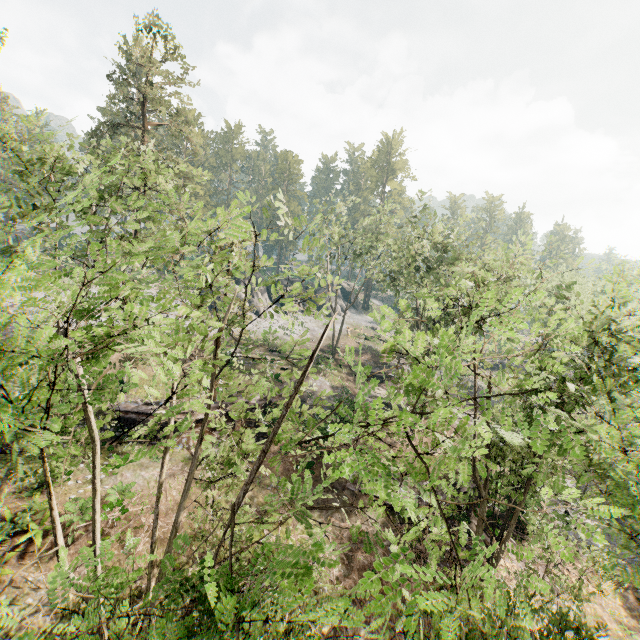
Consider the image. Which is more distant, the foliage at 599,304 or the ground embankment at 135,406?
the ground embankment at 135,406

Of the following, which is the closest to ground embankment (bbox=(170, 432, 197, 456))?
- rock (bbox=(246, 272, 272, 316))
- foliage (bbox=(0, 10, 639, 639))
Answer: foliage (bbox=(0, 10, 639, 639))

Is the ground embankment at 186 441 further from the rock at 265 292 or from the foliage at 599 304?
the rock at 265 292

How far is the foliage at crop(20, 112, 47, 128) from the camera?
14.7 meters

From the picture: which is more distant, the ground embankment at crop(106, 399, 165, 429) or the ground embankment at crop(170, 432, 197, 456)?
the ground embankment at crop(106, 399, 165, 429)

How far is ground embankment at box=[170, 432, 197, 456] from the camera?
22.45m

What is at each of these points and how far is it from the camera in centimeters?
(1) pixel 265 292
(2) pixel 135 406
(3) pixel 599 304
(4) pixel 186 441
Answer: (1) rock, 5234cm
(2) ground embankment, 2380cm
(3) foliage, 1330cm
(4) ground embankment, 2314cm
